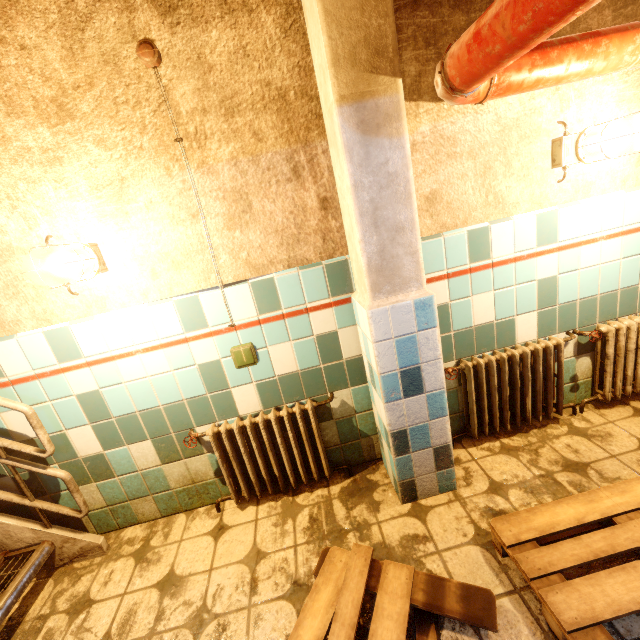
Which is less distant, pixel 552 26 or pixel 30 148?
pixel 552 26

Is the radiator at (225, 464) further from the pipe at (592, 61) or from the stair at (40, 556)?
the pipe at (592, 61)

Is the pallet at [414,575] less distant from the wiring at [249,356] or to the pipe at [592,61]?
the wiring at [249,356]

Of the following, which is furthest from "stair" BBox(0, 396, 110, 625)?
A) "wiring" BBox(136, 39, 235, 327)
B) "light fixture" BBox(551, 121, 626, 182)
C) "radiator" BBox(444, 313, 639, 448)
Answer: "light fixture" BBox(551, 121, 626, 182)

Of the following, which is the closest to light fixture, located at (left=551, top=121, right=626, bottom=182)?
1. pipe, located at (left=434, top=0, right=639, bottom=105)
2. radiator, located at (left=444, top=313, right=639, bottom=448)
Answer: pipe, located at (left=434, top=0, right=639, bottom=105)

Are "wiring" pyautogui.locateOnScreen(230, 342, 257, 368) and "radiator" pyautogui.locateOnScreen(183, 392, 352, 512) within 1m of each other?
yes

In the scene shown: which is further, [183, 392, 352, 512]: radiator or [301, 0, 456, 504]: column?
[183, 392, 352, 512]: radiator

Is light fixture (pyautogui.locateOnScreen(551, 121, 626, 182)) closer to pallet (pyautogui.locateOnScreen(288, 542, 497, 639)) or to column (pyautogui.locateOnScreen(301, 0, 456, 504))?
column (pyautogui.locateOnScreen(301, 0, 456, 504))
